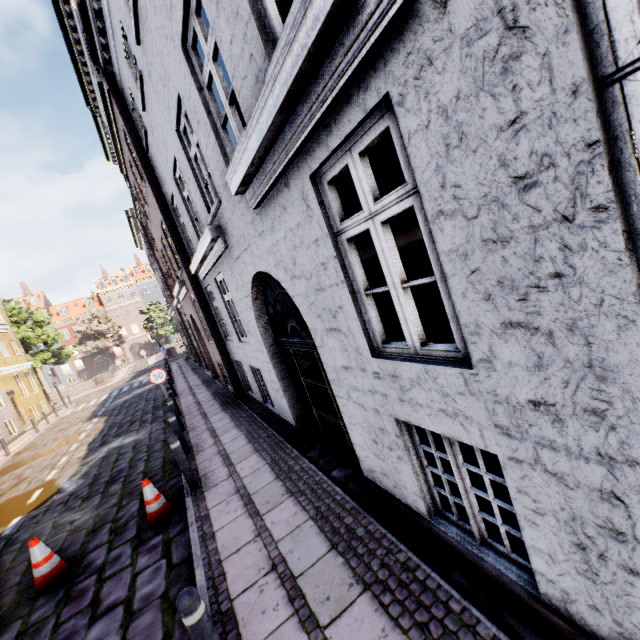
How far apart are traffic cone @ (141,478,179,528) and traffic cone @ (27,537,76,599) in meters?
1.1 m

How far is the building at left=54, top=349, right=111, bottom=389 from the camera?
54.5 meters

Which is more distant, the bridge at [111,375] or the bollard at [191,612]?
the bridge at [111,375]

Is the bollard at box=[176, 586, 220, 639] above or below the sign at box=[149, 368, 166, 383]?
below

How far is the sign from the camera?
10.7m

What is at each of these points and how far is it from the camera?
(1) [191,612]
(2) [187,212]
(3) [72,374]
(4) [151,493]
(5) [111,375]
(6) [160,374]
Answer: (1) bollard, 2.31m
(2) building, 8.04m
(3) building, 55.16m
(4) traffic cone, 5.68m
(5) bridge, 38.84m
(6) sign, 10.77m

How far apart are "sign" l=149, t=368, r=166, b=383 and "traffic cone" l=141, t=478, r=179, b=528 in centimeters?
541cm

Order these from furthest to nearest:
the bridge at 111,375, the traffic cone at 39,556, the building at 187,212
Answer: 1. the bridge at 111,375
2. the traffic cone at 39,556
3. the building at 187,212
